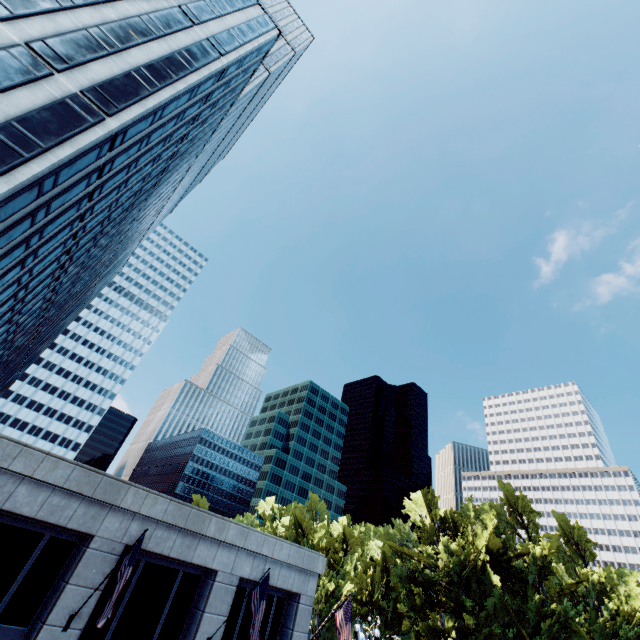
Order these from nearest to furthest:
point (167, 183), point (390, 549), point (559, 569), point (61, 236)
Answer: point (61, 236)
point (390, 549)
point (559, 569)
point (167, 183)

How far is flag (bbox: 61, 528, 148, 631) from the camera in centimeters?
997cm

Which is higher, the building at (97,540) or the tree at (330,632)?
the building at (97,540)

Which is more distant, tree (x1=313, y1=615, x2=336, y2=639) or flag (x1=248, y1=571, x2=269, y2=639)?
tree (x1=313, y1=615, x2=336, y2=639)

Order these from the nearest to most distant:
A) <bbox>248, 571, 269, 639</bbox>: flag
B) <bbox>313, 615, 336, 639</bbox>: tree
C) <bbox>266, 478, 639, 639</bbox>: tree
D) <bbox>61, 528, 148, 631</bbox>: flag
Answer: <bbox>61, 528, 148, 631</bbox>: flag, <bbox>248, 571, 269, 639</bbox>: flag, <bbox>266, 478, 639, 639</bbox>: tree, <bbox>313, 615, 336, 639</bbox>: tree

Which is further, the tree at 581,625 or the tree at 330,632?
the tree at 330,632

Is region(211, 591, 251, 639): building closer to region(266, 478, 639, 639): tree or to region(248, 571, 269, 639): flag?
region(248, 571, 269, 639): flag
